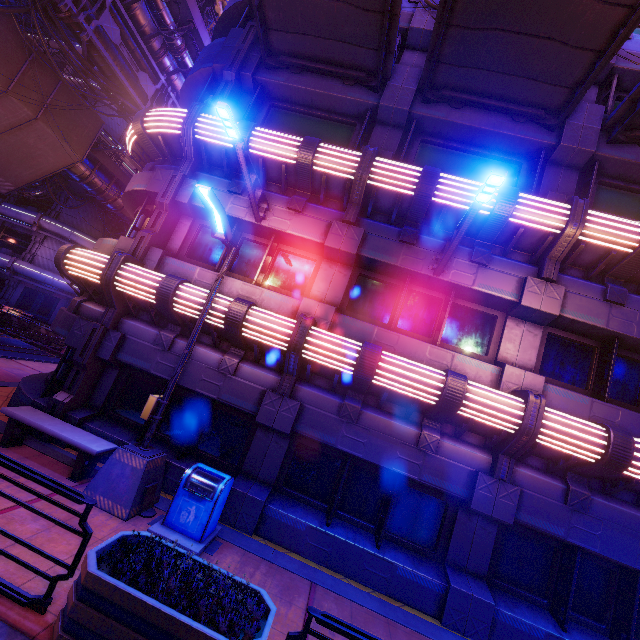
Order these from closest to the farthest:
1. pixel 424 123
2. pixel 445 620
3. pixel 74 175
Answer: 1. pixel 445 620
2. pixel 424 123
3. pixel 74 175

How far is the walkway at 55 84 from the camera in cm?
1544

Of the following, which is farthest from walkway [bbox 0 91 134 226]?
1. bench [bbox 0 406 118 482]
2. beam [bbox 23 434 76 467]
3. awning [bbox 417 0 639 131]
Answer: awning [bbox 417 0 639 131]

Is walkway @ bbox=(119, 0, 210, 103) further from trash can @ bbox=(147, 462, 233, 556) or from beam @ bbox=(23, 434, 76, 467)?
trash can @ bbox=(147, 462, 233, 556)

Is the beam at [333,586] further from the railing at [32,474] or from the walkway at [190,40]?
the walkway at [190,40]

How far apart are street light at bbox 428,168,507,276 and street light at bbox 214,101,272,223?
4.5m

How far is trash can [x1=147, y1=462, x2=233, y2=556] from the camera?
5.8 meters

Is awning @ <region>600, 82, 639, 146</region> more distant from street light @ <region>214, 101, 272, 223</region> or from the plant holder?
the plant holder
